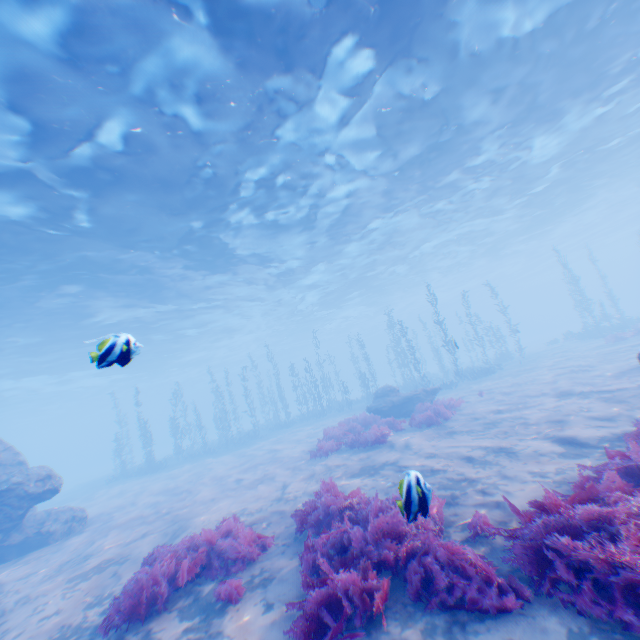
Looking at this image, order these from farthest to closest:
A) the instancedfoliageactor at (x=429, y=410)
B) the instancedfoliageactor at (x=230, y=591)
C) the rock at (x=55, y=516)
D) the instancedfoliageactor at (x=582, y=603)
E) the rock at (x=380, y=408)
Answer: the rock at (x=380, y=408), the instancedfoliageactor at (x=429, y=410), the rock at (x=55, y=516), the instancedfoliageactor at (x=230, y=591), the instancedfoliageactor at (x=582, y=603)

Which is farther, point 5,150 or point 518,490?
point 5,150

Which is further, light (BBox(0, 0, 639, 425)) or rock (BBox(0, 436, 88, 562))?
rock (BBox(0, 436, 88, 562))

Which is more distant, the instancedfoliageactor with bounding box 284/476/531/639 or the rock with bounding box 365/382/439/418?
the rock with bounding box 365/382/439/418

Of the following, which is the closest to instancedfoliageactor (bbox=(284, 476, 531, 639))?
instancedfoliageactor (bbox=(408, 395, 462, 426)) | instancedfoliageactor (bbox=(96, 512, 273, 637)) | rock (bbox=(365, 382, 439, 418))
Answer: instancedfoliageactor (bbox=(96, 512, 273, 637))

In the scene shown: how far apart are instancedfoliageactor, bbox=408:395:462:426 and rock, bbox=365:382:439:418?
2.53m

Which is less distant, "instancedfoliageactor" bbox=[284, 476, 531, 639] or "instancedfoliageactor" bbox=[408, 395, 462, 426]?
"instancedfoliageactor" bbox=[284, 476, 531, 639]

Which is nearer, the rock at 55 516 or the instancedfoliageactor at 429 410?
the rock at 55 516
